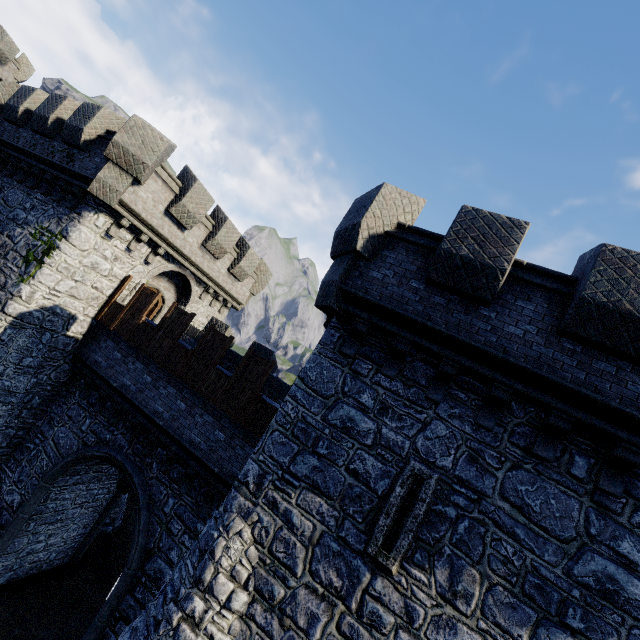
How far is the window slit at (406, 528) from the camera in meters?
5.7

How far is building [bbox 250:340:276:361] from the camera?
15.58m

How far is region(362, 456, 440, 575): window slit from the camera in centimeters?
570cm

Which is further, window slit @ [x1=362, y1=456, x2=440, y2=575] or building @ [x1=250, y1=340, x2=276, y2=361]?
building @ [x1=250, y1=340, x2=276, y2=361]

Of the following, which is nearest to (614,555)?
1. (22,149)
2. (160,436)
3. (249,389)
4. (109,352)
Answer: (249,389)

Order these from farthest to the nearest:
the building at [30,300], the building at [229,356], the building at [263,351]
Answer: the building at [263,351]
the building at [229,356]
the building at [30,300]

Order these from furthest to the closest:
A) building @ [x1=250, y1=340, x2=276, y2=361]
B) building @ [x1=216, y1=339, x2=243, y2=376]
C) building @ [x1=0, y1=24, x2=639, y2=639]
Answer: building @ [x1=250, y1=340, x2=276, y2=361] < building @ [x1=216, y1=339, x2=243, y2=376] < building @ [x1=0, y1=24, x2=639, y2=639]
